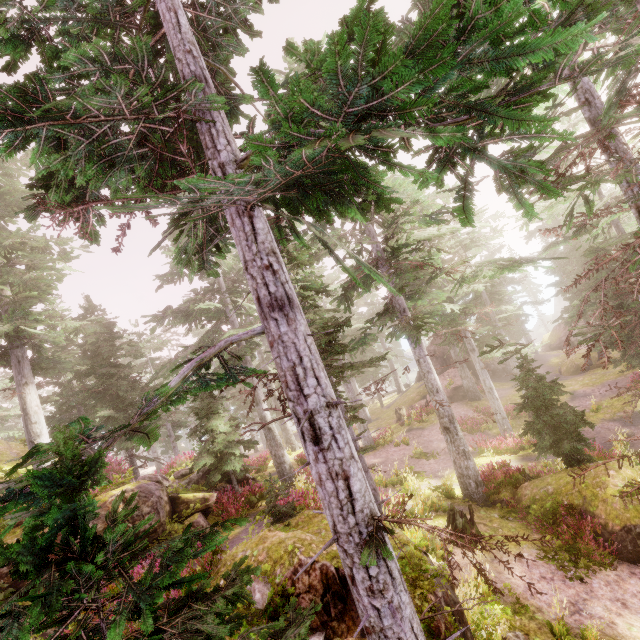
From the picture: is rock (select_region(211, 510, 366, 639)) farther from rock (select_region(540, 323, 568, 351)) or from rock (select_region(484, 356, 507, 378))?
rock (select_region(540, 323, 568, 351))

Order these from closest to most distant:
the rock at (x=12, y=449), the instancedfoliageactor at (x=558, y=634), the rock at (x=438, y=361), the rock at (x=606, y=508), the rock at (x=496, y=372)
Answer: the instancedfoliageactor at (x=558, y=634) < the rock at (x=606, y=508) < the rock at (x=12, y=449) < the rock at (x=496, y=372) < the rock at (x=438, y=361)

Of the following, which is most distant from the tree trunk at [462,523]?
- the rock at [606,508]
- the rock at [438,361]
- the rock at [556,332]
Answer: the rock at [556,332]

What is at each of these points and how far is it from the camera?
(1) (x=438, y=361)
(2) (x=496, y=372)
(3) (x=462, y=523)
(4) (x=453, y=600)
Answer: (1) rock, 35.56m
(2) rock, 33.94m
(3) tree trunk, 10.76m
(4) rock, 5.95m

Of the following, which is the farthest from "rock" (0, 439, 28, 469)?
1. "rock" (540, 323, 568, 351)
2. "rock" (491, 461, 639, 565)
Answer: "rock" (540, 323, 568, 351)

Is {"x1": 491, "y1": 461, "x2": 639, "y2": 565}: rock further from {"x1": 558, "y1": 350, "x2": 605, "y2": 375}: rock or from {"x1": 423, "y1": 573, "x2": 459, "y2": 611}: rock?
{"x1": 558, "y1": 350, "x2": 605, "y2": 375}: rock

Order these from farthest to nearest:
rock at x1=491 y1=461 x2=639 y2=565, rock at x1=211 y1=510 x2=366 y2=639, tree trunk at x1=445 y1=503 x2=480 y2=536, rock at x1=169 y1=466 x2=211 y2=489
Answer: rock at x1=169 y1=466 x2=211 y2=489 < tree trunk at x1=445 y1=503 x2=480 y2=536 < rock at x1=491 y1=461 x2=639 y2=565 < rock at x1=211 y1=510 x2=366 y2=639

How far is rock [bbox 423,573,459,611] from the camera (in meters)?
5.50
